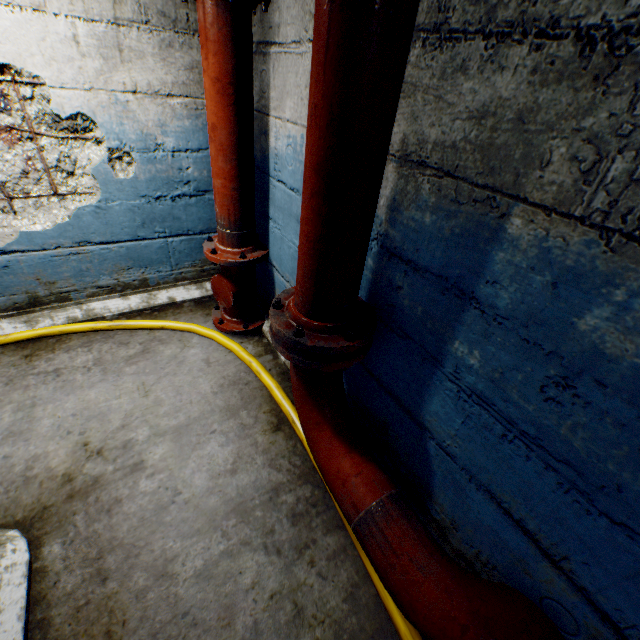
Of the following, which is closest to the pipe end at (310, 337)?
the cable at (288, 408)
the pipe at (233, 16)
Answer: the pipe at (233, 16)

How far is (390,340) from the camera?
1.5 meters

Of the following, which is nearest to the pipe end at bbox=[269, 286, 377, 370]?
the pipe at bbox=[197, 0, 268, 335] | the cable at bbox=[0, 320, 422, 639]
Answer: the pipe at bbox=[197, 0, 268, 335]

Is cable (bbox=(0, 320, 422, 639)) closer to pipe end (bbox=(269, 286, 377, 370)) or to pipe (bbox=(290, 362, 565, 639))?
pipe (bbox=(290, 362, 565, 639))

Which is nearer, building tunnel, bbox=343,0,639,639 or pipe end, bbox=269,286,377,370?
building tunnel, bbox=343,0,639,639

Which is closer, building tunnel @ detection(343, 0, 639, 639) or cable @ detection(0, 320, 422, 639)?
building tunnel @ detection(343, 0, 639, 639)

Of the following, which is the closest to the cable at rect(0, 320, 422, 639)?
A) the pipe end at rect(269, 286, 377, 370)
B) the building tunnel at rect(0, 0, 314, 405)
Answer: the building tunnel at rect(0, 0, 314, 405)

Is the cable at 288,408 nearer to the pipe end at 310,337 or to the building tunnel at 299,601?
the building tunnel at 299,601
